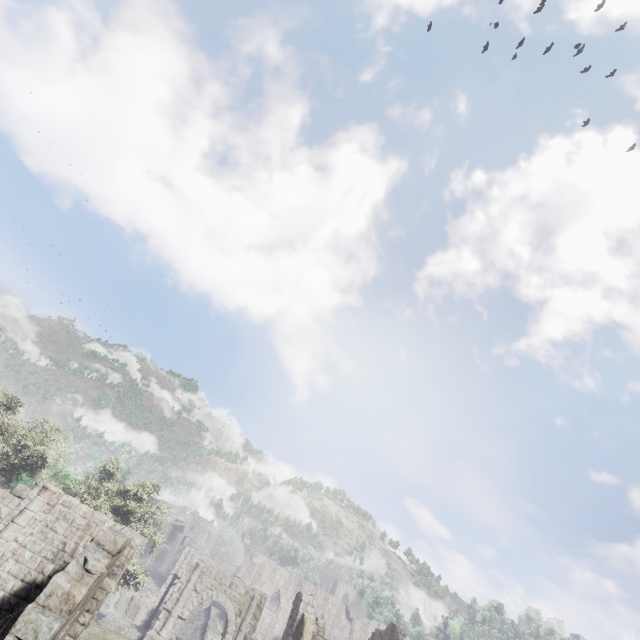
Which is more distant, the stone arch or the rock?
the rock

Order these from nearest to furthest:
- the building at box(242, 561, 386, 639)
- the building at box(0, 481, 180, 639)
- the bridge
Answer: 1. the building at box(0, 481, 180, 639)
2. the building at box(242, 561, 386, 639)
3. the bridge

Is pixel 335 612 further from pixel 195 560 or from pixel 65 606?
pixel 65 606

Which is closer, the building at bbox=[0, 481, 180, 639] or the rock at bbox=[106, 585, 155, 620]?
the building at bbox=[0, 481, 180, 639]

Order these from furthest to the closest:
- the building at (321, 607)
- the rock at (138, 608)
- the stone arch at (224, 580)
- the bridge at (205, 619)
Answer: the rock at (138, 608)
the bridge at (205, 619)
the stone arch at (224, 580)
the building at (321, 607)

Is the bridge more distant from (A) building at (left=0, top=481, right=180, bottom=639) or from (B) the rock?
(A) building at (left=0, top=481, right=180, bottom=639)

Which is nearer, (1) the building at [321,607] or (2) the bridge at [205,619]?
(1) the building at [321,607]
